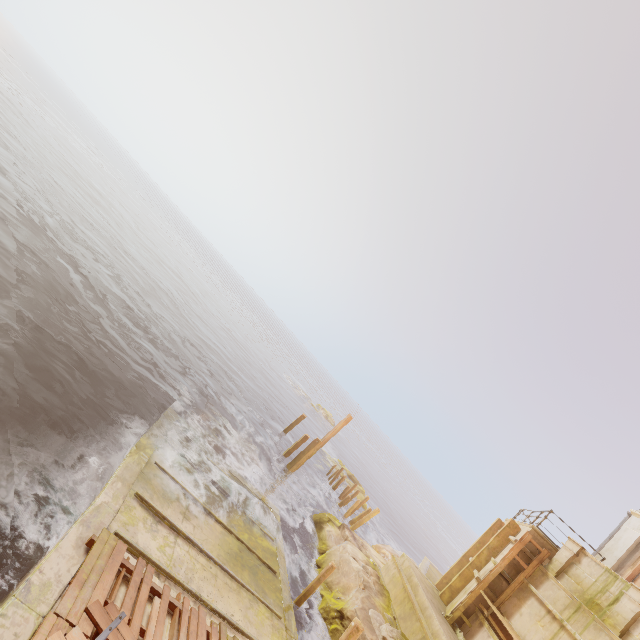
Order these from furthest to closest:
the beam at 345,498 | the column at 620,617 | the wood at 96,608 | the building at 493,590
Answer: the beam at 345,498 → the building at 493,590 → the column at 620,617 → the wood at 96,608

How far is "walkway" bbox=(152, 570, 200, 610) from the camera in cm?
702

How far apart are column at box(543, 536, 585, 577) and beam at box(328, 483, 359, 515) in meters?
13.1

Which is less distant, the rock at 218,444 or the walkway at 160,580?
the walkway at 160,580

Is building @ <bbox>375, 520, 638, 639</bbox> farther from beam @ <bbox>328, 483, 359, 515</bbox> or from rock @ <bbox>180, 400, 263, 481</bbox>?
rock @ <bbox>180, 400, 263, 481</bbox>

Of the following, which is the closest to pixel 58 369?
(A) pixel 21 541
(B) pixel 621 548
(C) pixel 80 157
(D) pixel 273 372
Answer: (A) pixel 21 541

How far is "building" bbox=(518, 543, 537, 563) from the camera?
12.7 meters
